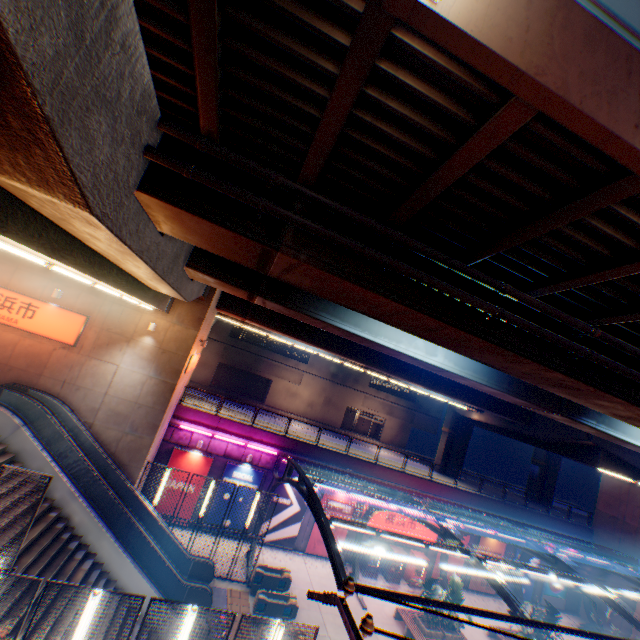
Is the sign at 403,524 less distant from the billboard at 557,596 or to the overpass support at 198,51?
the overpass support at 198,51

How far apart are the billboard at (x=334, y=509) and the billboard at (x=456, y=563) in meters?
7.6

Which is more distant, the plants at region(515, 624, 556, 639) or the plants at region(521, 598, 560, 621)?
the plants at region(521, 598, 560, 621)

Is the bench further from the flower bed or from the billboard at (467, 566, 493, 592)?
the billboard at (467, 566, 493, 592)

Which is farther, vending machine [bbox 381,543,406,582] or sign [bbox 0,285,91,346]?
vending machine [bbox 381,543,406,582]

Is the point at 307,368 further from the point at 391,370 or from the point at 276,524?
the point at 276,524

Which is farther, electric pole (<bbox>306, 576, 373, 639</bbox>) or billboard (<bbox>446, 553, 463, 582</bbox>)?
billboard (<bbox>446, 553, 463, 582</bbox>)

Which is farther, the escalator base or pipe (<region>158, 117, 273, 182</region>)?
the escalator base
